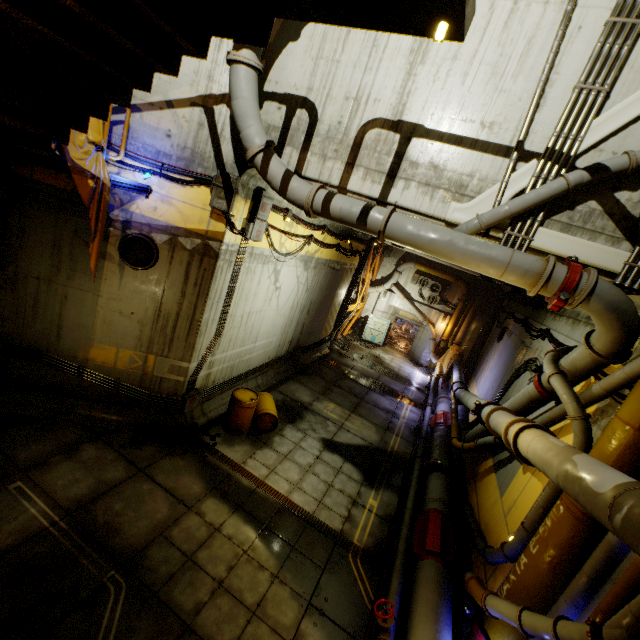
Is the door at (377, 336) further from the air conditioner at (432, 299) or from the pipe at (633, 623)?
the air conditioner at (432, 299)

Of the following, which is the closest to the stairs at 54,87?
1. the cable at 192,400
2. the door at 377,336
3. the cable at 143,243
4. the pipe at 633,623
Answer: the pipe at 633,623

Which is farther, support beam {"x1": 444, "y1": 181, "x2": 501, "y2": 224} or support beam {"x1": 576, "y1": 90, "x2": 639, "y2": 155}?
support beam {"x1": 444, "y1": 181, "x2": 501, "y2": 224}

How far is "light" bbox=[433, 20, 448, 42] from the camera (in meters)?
2.55

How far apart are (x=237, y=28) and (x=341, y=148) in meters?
3.0 m

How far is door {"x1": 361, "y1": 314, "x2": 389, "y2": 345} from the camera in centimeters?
2378cm

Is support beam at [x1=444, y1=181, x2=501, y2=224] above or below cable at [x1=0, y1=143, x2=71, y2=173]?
above

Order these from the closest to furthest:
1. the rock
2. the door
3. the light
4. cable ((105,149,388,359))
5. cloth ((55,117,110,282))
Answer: the light → cloth ((55,117,110,282)) → cable ((105,149,388,359)) → the rock → the door
